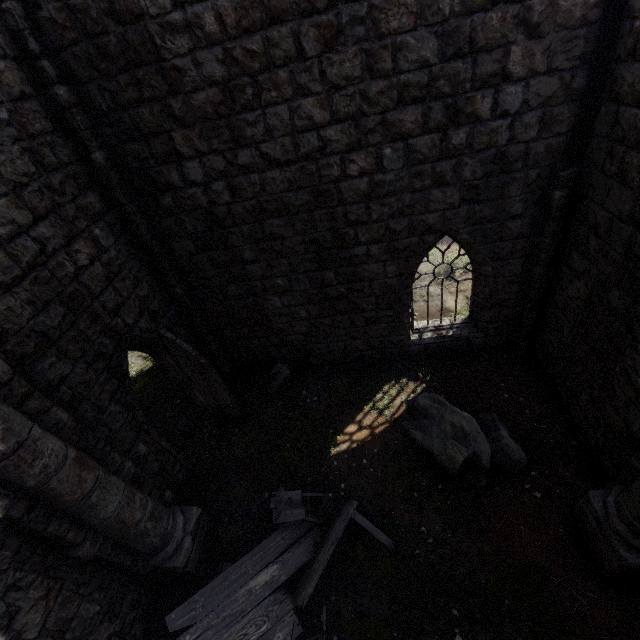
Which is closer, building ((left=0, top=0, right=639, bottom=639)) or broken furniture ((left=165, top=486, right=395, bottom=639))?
building ((left=0, top=0, right=639, bottom=639))

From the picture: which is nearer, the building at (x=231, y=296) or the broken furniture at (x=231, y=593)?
the building at (x=231, y=296)

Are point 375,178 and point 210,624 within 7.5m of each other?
no

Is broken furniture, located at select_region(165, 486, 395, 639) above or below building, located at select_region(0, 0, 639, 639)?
below

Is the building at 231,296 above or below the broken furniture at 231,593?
above
